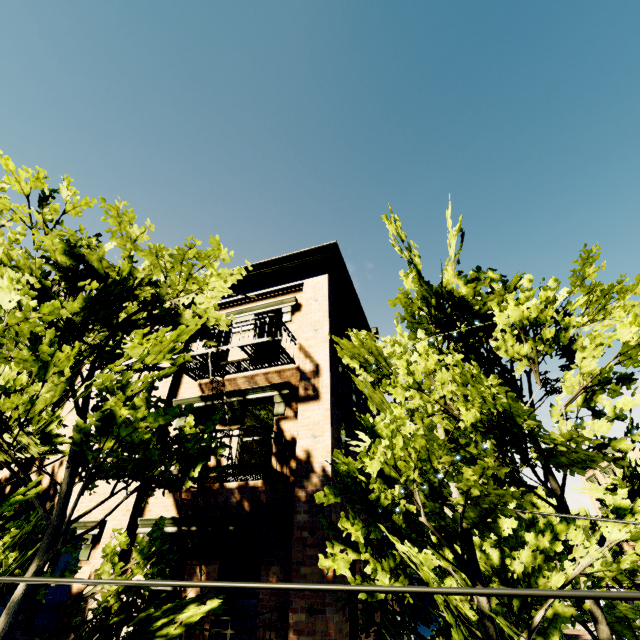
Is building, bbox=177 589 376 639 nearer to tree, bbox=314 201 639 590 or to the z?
tree, bbox=314 201 639 590

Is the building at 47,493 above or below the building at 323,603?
above

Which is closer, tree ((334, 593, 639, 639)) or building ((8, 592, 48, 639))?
tree ((334, 593, 639, 639))

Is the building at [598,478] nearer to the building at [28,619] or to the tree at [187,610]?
the tree at [187,610]

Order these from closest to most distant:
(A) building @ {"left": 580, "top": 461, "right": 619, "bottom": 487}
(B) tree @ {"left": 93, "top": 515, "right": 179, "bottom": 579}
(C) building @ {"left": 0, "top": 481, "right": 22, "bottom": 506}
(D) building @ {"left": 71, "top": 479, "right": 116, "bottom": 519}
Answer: (B) tree @ {"left": 93, "top": 515, "right": 179, "bottom": 579}
(D) building @ {"left": 71, "top": 479, "right": 116, "bottom": 519}
(C) building @ {"left": 0, "top": 481, "right": 22, "bottom": 506}
(A) building @ {"left": 580, "top": 461, "right": 619, "bottom": 487}

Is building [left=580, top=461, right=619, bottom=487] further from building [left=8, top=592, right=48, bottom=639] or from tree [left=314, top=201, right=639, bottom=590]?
building [left=8, top=592, right=48, bottom=639]

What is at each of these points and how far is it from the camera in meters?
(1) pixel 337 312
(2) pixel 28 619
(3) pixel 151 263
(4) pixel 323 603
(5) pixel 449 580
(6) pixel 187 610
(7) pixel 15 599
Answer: (1) building, 10.9 m
(2) building, 7.5 m
(3) tree, 5.2 m
(4) building, 5.6 m
(5) tree, 5.8 m
(6) tree, 4.4 m
(7) tree, 3.9 m

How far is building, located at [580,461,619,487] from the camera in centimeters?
3247cm
